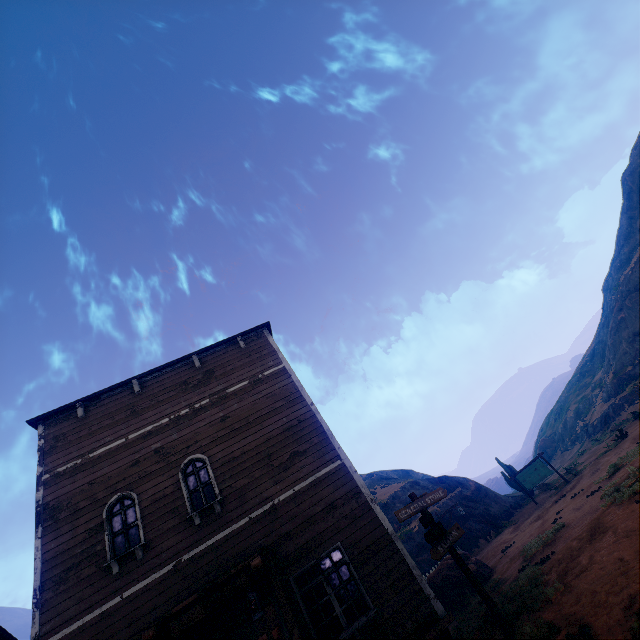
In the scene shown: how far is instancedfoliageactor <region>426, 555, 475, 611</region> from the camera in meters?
12.3

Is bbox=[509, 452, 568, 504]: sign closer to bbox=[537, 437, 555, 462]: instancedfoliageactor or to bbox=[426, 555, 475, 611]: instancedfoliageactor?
bbox=[426, 555, 475, 611]: instancedfoliageactor

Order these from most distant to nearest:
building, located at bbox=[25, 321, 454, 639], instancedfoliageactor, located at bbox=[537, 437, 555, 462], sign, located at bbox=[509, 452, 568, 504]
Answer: instancedfoliageactor, located at bbox=[537, 437, 555, 462] → sign, located at bbox=[509, 452, 568, 504] → building, located at bbox=[25, 321, 454, 639]

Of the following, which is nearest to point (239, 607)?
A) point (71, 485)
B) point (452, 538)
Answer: point (452, 538)

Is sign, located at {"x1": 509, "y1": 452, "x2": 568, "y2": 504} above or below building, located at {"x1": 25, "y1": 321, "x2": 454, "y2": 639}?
below

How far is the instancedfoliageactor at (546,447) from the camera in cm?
4745

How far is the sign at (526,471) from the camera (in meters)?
22.69

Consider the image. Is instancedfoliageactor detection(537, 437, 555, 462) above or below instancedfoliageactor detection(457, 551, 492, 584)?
above
